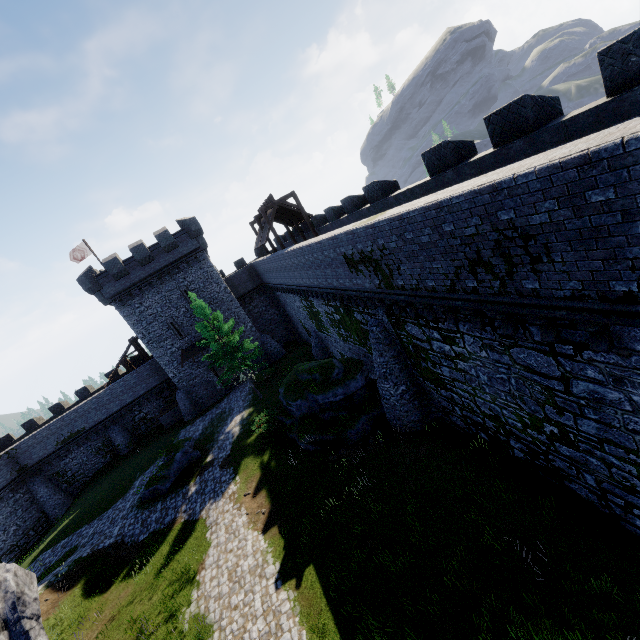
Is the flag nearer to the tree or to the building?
the building

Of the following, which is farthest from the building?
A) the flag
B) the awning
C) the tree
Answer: the tree

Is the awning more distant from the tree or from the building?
the tree

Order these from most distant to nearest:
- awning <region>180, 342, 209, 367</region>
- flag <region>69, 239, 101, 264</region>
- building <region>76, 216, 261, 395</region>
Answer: flag <region>69, 239, 101, 264</region> < awning <region>180, 342, 209, 367</region> < building <region>76, 216, 261, 395</region>

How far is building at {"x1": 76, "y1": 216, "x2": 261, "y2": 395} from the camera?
29.6 meters

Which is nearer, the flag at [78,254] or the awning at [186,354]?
the awning at [186,354]

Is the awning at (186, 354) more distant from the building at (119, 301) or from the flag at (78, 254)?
the flag at (78, 254)

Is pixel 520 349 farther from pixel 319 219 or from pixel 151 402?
pixel 151 402
